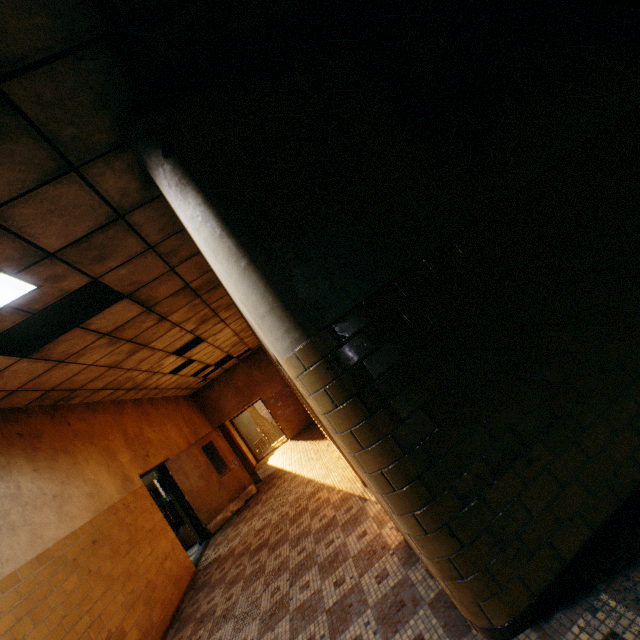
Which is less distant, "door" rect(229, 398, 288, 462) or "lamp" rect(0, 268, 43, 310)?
"lamp" rect(0, 268, 43, 310)

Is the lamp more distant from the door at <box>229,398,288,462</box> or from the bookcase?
the door at <box>229,398,288,462</box>

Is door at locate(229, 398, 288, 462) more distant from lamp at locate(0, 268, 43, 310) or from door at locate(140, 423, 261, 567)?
lamp at locate(0, 268, 43, 310)

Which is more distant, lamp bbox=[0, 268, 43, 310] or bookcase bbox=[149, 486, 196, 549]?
bookcase bbox=[149, 486, 196, 549]

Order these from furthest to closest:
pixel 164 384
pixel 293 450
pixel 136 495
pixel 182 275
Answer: pixel 293 450 → pixel 164 384 → pixel 136 495 → pixel 182 275

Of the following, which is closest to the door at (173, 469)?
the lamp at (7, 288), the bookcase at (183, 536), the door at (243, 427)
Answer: the bookcase at (183, 536)

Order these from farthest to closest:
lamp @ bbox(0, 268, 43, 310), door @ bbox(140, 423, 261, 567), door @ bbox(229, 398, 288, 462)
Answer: door @ bbox(229, 398, 288, 462) < door @ bbox(140, 423, 261, 567) < lamp @ bbox(0, 268, 43, 310)

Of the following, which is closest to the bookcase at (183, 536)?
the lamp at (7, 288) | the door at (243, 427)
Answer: the door at (243, 427)
